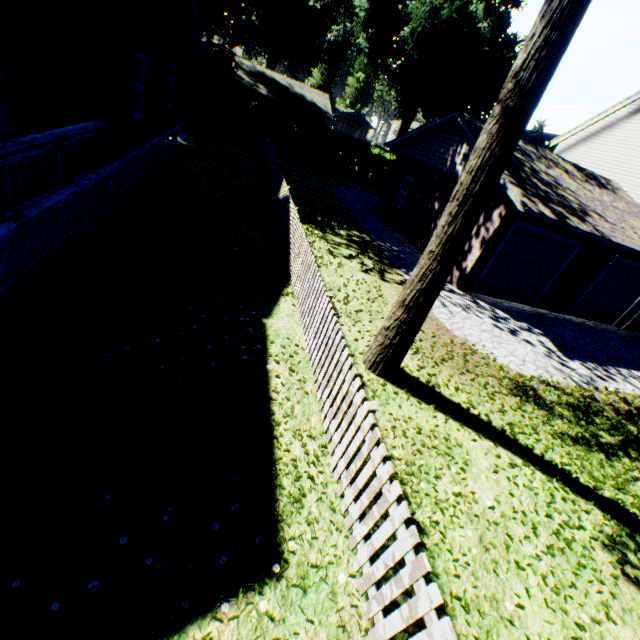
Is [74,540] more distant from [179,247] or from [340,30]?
[340,30]

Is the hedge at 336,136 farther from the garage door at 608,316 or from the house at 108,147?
the garage door at 608,316

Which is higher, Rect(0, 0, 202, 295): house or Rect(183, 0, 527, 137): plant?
Rect(183, 0, 527, 137): plant

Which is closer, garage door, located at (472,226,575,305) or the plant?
garage door, located at (472,226,575,305)

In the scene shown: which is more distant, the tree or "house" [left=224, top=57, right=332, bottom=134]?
"house" [left=224, top=57, right=332, bottom=134]

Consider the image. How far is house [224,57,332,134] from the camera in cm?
3253

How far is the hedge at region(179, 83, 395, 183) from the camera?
23.5 meters

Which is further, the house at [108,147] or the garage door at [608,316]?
the garage door at [608,316]
